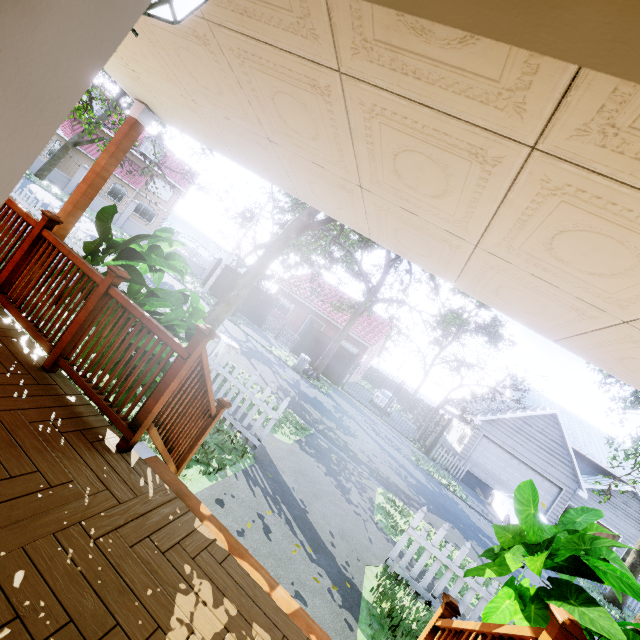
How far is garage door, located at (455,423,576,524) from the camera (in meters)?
18.70

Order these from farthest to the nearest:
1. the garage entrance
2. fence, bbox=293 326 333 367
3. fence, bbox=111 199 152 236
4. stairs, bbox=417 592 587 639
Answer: fence, bbox=111 199 152 236
fence, bbox=293 326 333 367
the garage entrance
stairs, bbox=417 592 587 639

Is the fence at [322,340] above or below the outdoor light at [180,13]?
below

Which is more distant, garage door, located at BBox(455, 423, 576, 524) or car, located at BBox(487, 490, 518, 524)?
garage door, located at BBox(455, 423, 576, 524)

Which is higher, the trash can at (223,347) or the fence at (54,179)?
the trash can at (223,347)

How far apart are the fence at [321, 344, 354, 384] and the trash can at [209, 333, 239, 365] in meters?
13.1 m

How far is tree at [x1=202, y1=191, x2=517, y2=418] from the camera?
10.05m

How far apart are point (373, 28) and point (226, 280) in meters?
24.4 m
